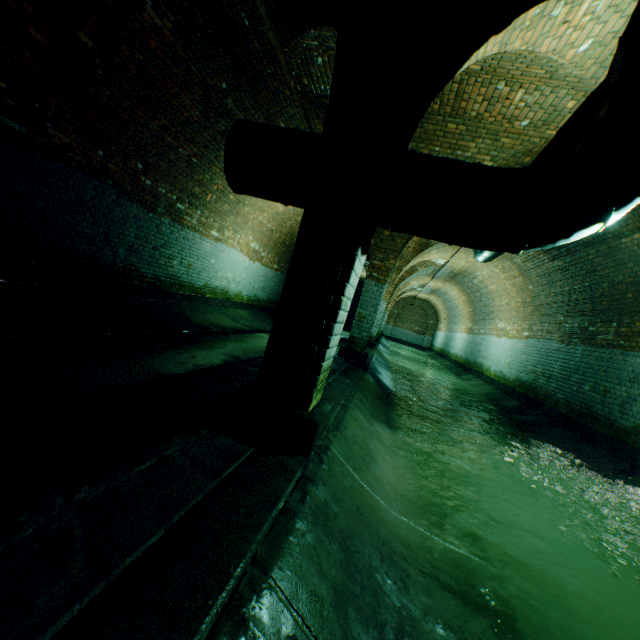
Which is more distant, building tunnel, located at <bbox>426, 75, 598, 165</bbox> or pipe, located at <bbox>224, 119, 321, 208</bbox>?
building tunnel, located at <bbox>426, 75, 598, 165</bbox>

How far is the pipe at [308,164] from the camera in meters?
2.6 m

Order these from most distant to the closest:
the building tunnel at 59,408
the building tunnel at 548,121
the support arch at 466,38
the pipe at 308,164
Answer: the building tunnel at 548,121 → the pipe at 308,164 → the support arch at 466,38 → the building tunnel at 59,408

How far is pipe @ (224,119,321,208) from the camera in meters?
2.6 m

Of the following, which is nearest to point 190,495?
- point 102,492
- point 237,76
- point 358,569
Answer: point 102,492

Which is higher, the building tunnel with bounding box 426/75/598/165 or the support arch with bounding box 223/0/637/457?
the building tunnel with bounding box 426/75/598/165

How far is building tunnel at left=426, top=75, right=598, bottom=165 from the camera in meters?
4.1 m

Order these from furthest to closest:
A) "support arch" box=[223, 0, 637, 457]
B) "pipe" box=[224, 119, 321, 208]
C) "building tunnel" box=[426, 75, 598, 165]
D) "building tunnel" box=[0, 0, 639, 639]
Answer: "building tunnel" box=[426, 75, 598, 165]
"pipe" box=[224, 119, 321, 208]
"support arch" box=[223, 0, 637, 457]
"building tunnel" box=[0, 0, 639, 639]
